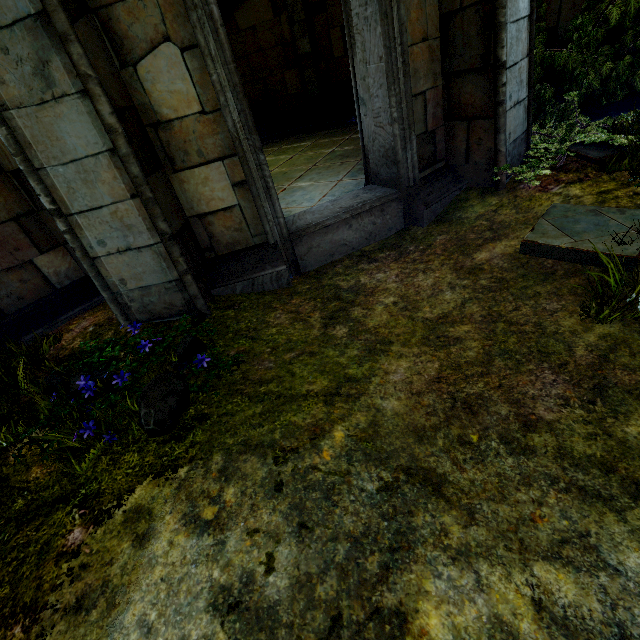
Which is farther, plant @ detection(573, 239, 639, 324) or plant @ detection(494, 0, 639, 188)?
plant @ detection(494, 0, 639, 188)

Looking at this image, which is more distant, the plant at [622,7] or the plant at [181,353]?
the plant at [622,7]

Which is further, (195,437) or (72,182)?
(72,182)

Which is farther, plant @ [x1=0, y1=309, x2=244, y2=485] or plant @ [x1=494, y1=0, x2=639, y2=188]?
plant @ [x1=494, y1=0, x2=639, y2=188]

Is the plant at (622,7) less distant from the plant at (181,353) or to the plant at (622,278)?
the plant at (622,278)

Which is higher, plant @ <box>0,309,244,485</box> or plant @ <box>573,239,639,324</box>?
plant @ <box>0,309,244,485</box>

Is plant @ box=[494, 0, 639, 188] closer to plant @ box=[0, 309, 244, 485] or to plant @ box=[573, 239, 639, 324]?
plant @ box=[573, 239, 639, 324]
